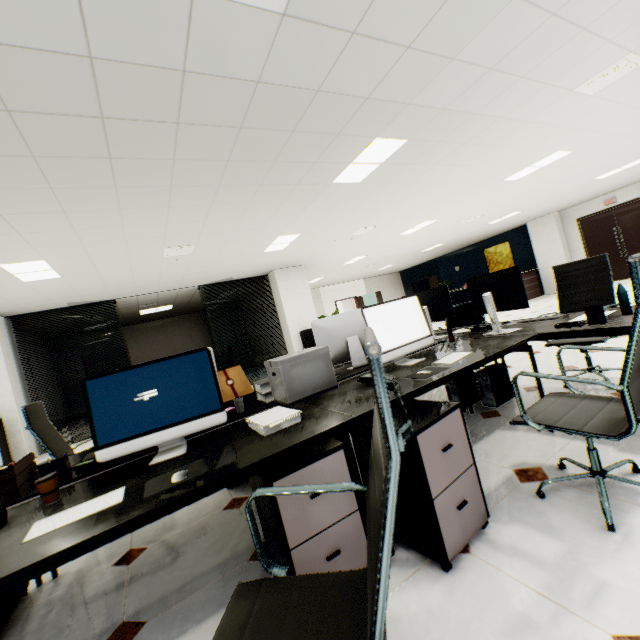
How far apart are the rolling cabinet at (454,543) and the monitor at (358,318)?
0.4 meters

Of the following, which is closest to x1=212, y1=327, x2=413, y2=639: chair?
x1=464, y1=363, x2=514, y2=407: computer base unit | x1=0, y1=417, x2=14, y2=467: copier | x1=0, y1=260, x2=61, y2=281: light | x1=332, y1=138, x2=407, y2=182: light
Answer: x1=464, y1=363, x2=514, y2=407: computer base unit

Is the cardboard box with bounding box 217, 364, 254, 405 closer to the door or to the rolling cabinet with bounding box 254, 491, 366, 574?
the rolling cabinet with bounding box 254, 491, 366, 574

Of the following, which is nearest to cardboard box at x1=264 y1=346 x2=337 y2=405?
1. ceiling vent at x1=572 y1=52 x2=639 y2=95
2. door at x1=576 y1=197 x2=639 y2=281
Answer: ceiling vent at x1=572 y1=52 x2=639 y2=95

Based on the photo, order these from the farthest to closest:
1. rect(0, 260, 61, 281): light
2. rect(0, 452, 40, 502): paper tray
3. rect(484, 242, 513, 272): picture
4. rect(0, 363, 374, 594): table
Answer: rect(484, 242, 513, 272): picture, rect(0, 260, 61, 281): light, rect(0, 452, 40, 502): paper tray, rect(0, 363, 374, 594): table

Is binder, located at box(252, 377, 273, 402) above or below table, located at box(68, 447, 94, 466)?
above

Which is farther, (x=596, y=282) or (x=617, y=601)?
(x=596, y=282)

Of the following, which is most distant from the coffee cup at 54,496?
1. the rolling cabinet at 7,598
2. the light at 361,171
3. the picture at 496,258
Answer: the picture at 496,258
